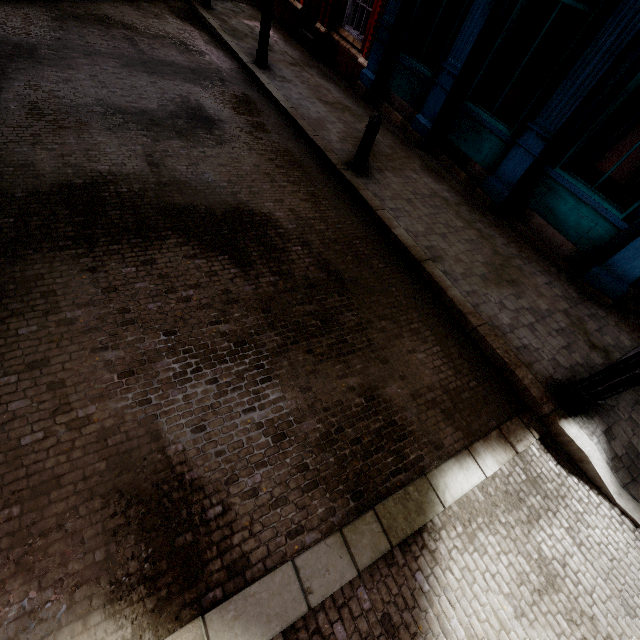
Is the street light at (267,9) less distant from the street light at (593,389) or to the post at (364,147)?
the post at (364,147)

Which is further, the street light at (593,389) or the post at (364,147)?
the post at (364,147)

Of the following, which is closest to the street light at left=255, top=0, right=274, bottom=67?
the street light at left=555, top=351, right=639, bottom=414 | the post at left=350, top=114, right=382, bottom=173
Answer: the post at left=350, top=114, right=382, bottom=173

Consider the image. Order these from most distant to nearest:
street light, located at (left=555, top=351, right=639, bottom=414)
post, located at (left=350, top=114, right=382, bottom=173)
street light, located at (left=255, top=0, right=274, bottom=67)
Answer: street light, located at (left=255, top=0, right=274, bottom=67) → post, located at (left=350, top=114, right=382, bottom=173) → street light, located at (left=555, top=351, right=639, bottom=414)

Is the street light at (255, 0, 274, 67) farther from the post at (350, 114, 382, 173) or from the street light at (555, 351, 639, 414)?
the street light at (555, 351, 639, 414)

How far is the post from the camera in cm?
538

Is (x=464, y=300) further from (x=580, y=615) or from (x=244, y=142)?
(x=244, y=142)
